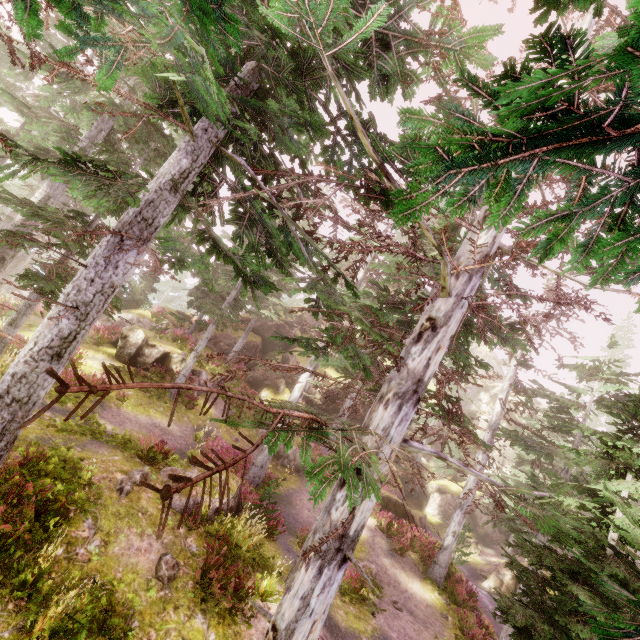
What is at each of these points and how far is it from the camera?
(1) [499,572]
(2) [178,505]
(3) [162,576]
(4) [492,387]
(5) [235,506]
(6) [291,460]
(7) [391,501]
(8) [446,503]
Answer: (1) rock, 23.0 meters
(2) rock, 9.5 meters
(3) instancedfoliageactor, 7.5 meters
(4) rock, 42.9 meters
(5) rock, 11.1 meters
(6) rock, 20.4 meters
(7) rock, 20.9 meters
(8) rock, 34.4 meters

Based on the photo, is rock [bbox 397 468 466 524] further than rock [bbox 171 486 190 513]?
Yes

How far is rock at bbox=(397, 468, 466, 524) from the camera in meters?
33.9 m

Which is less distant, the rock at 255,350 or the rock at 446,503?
the rock at 255,350

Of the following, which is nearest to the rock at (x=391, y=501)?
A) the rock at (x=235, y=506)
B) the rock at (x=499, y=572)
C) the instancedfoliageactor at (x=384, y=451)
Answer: the instancedfoliageactor at (x=384, y=451)

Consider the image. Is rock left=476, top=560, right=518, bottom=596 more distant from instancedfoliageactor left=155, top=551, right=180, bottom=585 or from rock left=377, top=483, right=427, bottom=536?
rock left=377, top=483, right=427, bottom=536

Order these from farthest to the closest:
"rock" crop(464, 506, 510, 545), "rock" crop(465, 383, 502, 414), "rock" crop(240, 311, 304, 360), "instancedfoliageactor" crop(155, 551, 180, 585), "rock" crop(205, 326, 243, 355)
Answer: "rock" crop(465, 383, 502, 414) < "rock" crop(464, 506, 510, 545) < "rock" crop(240, 311, 304, 360) < "rock" crop(205, 326, 243, 355) < "instancedfoliageactor" crop(155, 551, 180, 585)

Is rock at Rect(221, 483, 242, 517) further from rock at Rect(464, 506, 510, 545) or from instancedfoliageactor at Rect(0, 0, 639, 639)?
rock at Rect(464, 506, 510, 545)
